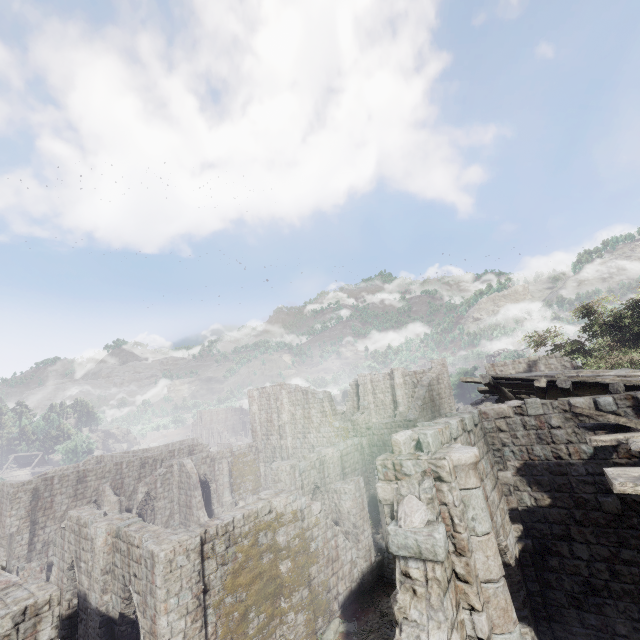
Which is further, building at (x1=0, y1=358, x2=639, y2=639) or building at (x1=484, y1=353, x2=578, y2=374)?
building at (x1=484, y1=353, x2=578, y2=374)

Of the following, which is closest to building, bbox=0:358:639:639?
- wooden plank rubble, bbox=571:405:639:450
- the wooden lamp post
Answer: wooden plank rubble, bbox=571:405:639:450

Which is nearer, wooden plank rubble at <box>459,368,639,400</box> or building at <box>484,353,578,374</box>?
wooden plank rubble at <box>459,368,639,400</box>

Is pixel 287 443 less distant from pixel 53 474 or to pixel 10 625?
pixel 53 474

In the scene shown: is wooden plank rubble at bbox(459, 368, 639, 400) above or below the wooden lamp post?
above

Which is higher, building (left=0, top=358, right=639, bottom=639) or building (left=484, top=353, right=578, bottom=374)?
building (left=484, top=353, right=578, bottom=374)

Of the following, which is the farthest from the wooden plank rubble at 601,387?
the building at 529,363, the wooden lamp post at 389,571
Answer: the wooden lamp post at 389,571

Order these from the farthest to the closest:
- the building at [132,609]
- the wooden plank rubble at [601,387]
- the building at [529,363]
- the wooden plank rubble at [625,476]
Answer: the building at [529,363] < the wooden plank rubble at [601,387] < the building at [132,609] < the wooden plank rubble at [625,476]
